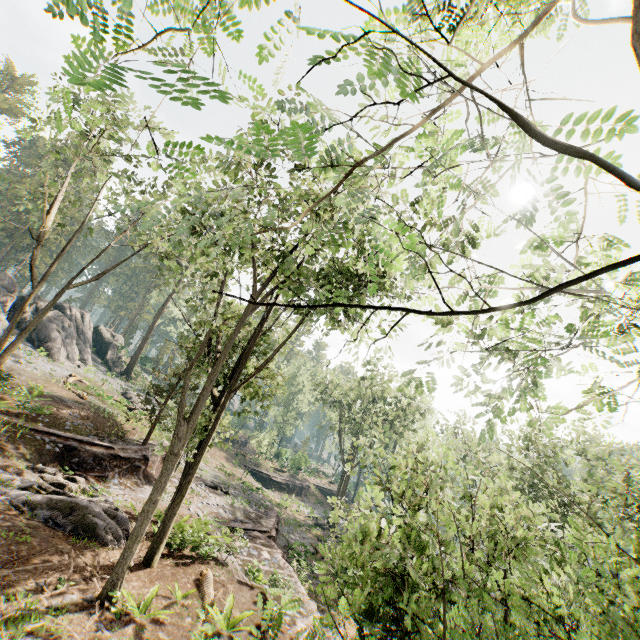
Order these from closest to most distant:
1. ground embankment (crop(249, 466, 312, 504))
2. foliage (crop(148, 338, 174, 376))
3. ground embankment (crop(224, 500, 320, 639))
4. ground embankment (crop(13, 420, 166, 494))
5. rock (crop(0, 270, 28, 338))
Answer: ground embankment (crop(224, 500, 320, 639))
ground embankment (crop(13, 420, 166, 494))
foliage (crop(148, 338, 174, 376))
rock (crop(0, 270, 28, 338))
ground embankment (crop(249, 466, 312, 504))

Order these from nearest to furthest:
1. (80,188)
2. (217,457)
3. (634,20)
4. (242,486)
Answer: (634,20)
(80,188)
(242,486)
(217,457)

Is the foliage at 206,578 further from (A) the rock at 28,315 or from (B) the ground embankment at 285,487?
(B) the ground embankment at 285,487

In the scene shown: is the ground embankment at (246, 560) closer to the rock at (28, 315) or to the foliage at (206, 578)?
the foliage at (206, 578)

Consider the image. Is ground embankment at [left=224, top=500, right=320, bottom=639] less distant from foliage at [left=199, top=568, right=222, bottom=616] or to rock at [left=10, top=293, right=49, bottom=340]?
foliage at [left=199, top=568, right=222, bottom=616]

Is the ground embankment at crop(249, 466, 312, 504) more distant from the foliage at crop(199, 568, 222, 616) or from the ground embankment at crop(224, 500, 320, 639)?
the foliage at crop(199, 568, 222, 616)

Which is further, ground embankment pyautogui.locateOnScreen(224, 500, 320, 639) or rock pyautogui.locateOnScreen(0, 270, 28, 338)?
rock pyautogui.locateOnScreen(0, 270, 28, 338)

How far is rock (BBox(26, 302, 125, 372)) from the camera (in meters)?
31.58
